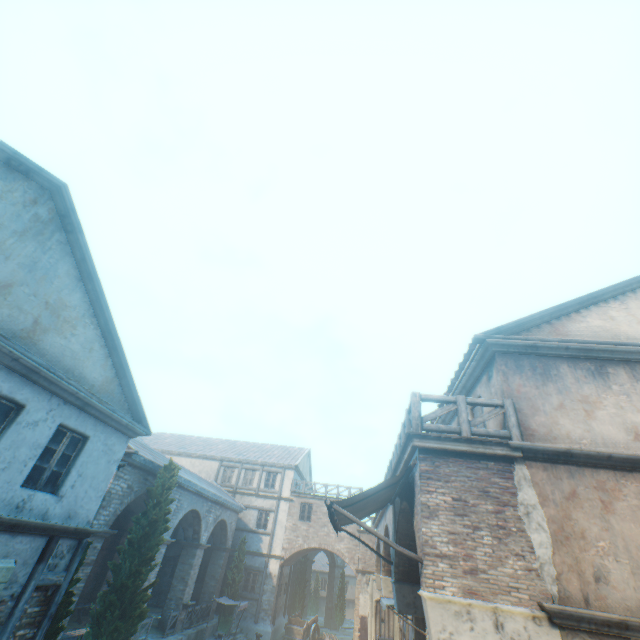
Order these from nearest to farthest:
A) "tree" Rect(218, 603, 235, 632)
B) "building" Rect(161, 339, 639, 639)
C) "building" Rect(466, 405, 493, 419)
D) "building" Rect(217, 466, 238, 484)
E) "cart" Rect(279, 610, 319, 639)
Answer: "building" Rect(161, 339, 639, 639), "building" Rect(466, 405, 493, 419), "tree" Rect(218, 603, 235, 632), "cart" Rect(279, 610, 319, 639), "building" Rect(217, 466, 238, 484)

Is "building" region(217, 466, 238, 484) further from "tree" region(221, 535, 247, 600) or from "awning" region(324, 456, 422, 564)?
"awning" region(324, 456, 422, 564)

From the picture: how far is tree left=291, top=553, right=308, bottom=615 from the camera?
28.6m

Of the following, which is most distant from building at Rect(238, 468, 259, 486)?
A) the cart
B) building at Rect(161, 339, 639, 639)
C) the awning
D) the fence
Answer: the awning

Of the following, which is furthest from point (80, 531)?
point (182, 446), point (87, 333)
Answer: point (182, 446)

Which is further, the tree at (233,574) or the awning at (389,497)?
the tree at (233,574)

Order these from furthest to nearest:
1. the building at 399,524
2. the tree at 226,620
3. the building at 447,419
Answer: the tree at 226,620 → the building at 447,419 → the building at 399,524

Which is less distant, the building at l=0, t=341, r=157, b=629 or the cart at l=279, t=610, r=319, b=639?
the building at l=0, t=341, r=157, b=629
